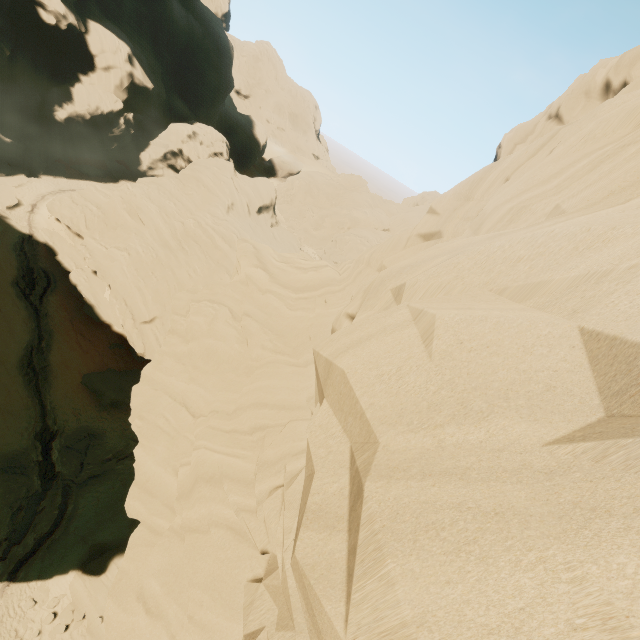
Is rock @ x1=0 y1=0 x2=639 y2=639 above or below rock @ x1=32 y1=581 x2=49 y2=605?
above

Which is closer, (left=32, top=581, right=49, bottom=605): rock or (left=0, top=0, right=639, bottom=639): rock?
(left=0, top=0, right=639, bottom=639): rock

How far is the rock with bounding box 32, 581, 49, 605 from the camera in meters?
19.5 m

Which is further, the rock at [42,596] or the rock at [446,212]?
the rock at [42,596]

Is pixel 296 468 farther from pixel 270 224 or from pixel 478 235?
pixel 270 224

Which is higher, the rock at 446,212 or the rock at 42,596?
the rock at 446,212
